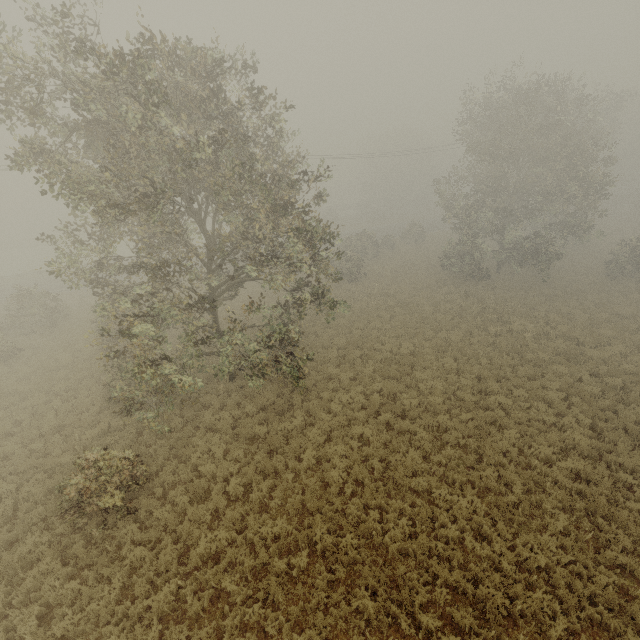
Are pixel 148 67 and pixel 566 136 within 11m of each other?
no
